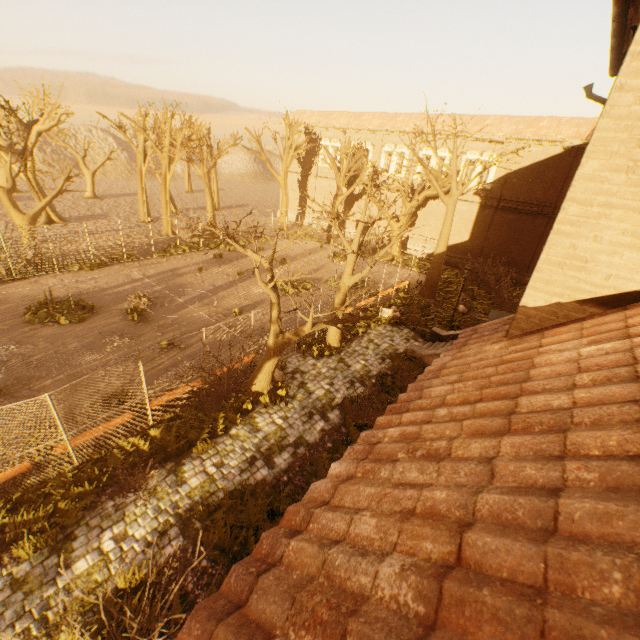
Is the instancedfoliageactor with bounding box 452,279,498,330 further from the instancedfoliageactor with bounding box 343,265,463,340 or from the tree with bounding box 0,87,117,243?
the instancedfoliageactor with bounding box 343,265,463,340

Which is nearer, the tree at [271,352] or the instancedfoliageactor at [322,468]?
the instancedfoliageactor at [322,468]

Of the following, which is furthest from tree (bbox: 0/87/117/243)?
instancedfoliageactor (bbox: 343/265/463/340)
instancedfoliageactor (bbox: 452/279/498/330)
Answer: instancedfoliageactor (bbox: 343/265/463/340)

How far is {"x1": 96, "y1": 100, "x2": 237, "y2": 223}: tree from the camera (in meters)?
26.42

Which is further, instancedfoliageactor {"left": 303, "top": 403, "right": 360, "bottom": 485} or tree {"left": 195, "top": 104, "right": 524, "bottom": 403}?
tree {"left": 195, "top": 104, "right": 524, "bottom": 403}

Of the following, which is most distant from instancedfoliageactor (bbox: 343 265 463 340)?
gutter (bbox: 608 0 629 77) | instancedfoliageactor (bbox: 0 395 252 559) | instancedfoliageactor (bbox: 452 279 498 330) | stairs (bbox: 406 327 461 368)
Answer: instancedfoliageactor (bbox: 0 395 252 559)

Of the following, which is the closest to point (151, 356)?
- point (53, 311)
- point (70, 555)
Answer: point (53, 311)

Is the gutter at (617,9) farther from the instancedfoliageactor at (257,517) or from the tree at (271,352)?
the instancedfoliageactor at (257,517)
